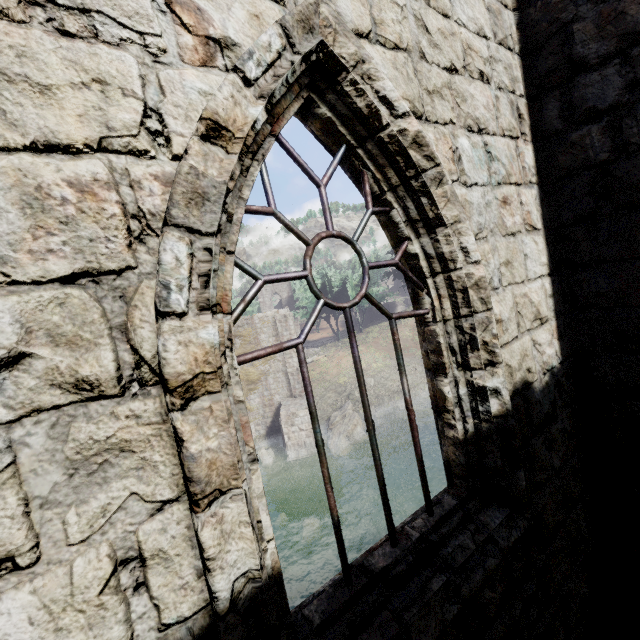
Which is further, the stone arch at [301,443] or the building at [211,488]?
the stone arch at [301,443]

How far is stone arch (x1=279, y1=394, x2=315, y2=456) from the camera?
22.1 meters

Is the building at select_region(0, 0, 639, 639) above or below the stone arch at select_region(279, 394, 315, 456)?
above

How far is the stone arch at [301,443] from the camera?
22.1 meters

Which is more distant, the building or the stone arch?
the stone arch

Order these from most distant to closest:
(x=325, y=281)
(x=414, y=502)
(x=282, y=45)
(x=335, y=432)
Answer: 1. (x=325, y=281)
2. (x=335, y=432)
3. (x=414, y=502)
4. (x=282, y=45)
